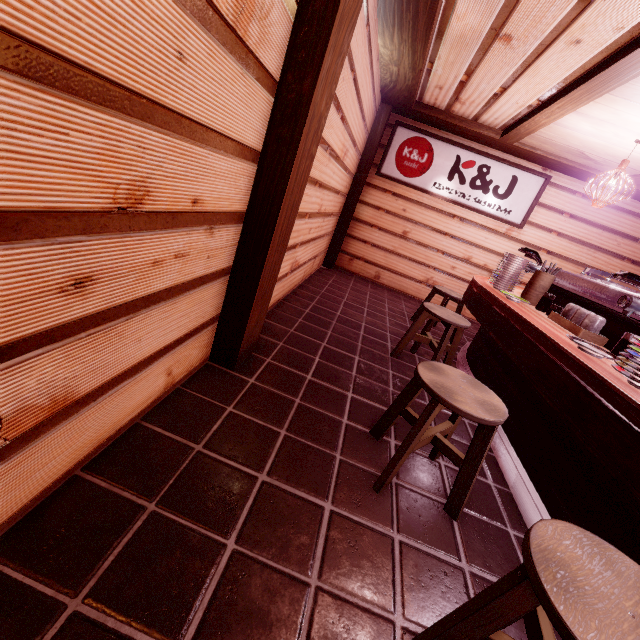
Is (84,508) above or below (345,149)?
below

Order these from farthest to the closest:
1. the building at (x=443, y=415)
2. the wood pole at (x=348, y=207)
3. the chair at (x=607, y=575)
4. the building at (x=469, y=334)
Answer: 1. the wood pole at (x=348, y=207)
2. the building at (x=469, y=334)
3. the building at (x=443, y=415)
4. the chair at (x=607, y=575)

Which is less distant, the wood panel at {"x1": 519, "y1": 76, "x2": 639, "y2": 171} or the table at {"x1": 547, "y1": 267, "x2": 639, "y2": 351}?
the table at {"x1": 547, "y1": 267, "x2": 639, "y2": 351}

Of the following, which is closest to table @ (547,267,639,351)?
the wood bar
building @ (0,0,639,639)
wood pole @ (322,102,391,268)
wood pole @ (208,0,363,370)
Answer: building @ (0,0,639,639)

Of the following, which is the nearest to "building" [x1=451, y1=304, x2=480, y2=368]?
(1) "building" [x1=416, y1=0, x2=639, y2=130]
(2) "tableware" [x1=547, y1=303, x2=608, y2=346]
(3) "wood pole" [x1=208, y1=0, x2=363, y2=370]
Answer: (3) "wood pole" [x1=208, y1=0, x2=363, y2=370]

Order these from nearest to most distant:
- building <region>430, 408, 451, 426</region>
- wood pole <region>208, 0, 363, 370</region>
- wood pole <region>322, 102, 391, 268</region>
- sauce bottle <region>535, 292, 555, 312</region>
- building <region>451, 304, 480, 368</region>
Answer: wood pole <region>208, 0, 363, 370</region> → building <region>430, 408, 451, 426</region> → sauce bottle <region>535, 292, 555, 312</region> → building <region>451, 304, 480, 368</region> → wood pole <region>322, 102, 391, 268</region>

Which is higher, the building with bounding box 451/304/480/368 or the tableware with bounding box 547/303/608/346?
the tableware with bounding box 547/303/608/346

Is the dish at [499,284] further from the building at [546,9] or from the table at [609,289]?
the building at [546,9]
